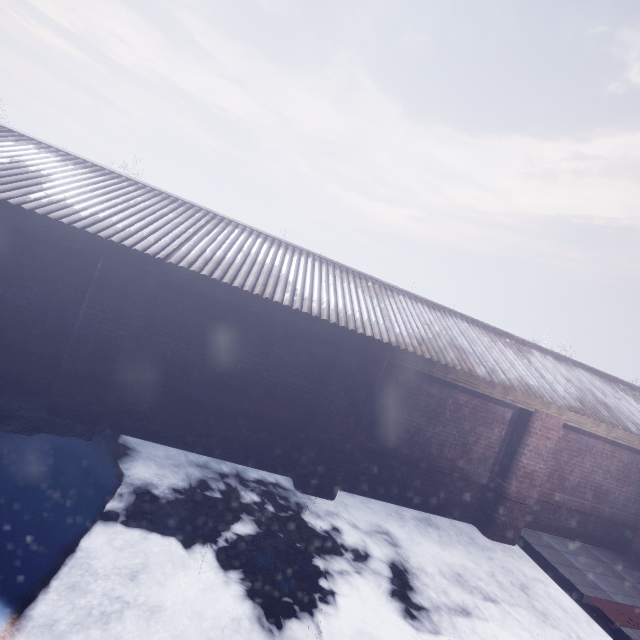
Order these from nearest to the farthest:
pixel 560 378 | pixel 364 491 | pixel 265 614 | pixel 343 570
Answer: pixel 265 614 → pixel 343 570 → pixel 364 491 → pixel 560 378
